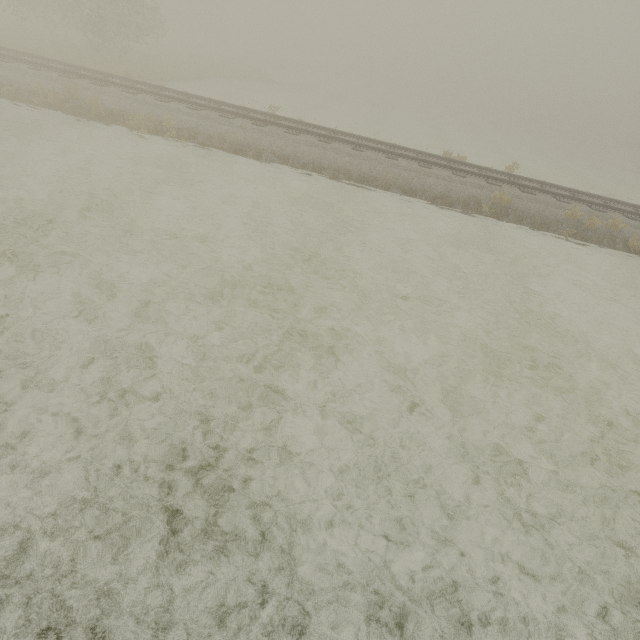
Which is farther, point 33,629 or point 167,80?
point 167,80
